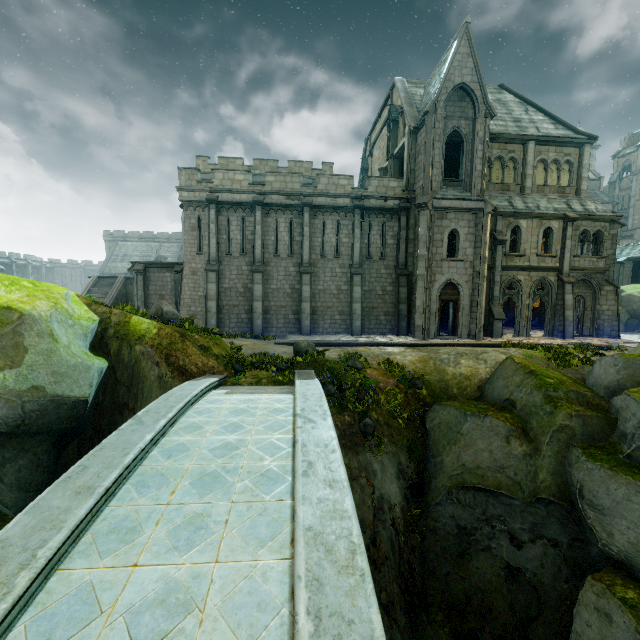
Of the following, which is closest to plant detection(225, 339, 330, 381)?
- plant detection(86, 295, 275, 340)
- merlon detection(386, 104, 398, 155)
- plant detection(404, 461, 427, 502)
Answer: plant detection(86, 295, 275, 340)

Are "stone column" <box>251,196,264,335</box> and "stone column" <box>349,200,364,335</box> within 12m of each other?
yes

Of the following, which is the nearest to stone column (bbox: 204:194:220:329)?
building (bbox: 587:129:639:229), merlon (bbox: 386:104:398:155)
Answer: merlon (bbox: 386:104:398:155)

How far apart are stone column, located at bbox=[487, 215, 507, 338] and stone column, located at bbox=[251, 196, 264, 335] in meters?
15.2 m

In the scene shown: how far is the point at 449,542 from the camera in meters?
10.9

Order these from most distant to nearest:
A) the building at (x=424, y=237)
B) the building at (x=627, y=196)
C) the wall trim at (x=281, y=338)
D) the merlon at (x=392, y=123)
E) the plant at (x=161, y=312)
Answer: the building at (x=627, y=196), the merlon at (x=392, y=123), the building at (x=424, y=237), the wall trim at (x=281, y=338), the plant at (x=161, y=312)

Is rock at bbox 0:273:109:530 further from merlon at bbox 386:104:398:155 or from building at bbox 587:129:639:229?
building at bbox 587:129:639:229

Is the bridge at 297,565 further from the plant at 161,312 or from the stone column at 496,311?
the stone column at 496,311
